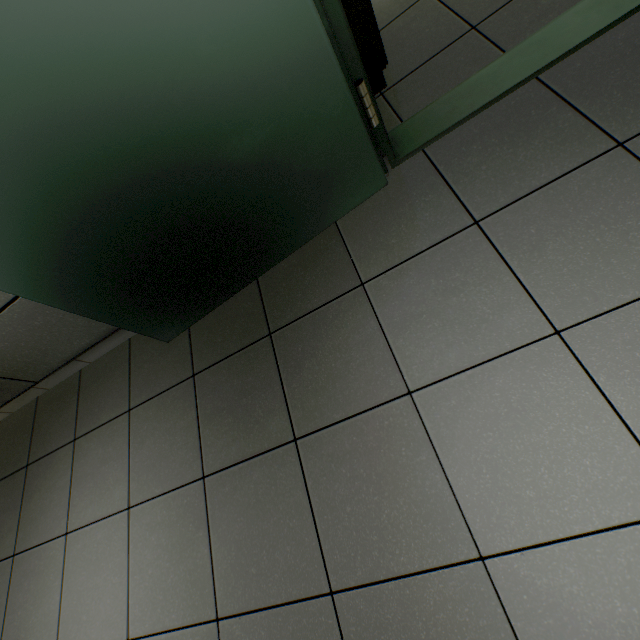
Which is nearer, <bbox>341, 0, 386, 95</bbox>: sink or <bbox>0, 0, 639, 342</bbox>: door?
<bbox>0, 0, 639, 342</bbox>: door

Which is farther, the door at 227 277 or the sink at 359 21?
the sink at 359 21

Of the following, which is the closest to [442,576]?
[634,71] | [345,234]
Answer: [345,234]
